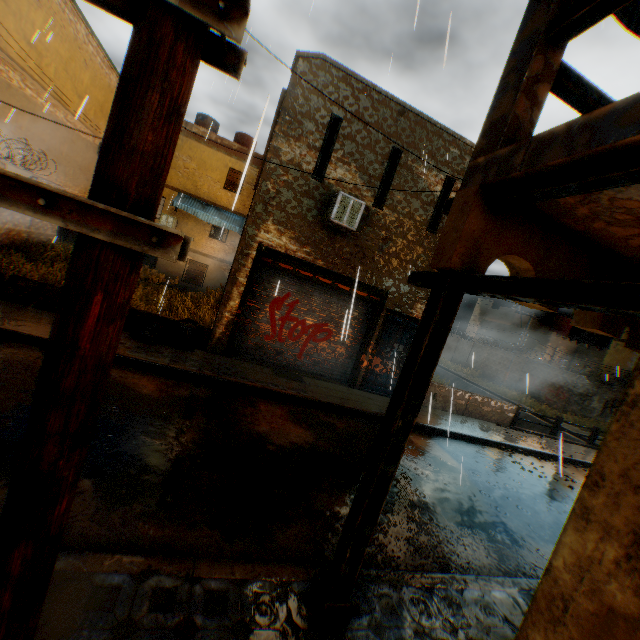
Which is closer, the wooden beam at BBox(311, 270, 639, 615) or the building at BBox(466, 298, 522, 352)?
the wooden beam at BBox(311, 270, 639, 615)

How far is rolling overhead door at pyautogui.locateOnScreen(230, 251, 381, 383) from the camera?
9.5 meters

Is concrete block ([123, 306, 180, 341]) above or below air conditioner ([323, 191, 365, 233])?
below

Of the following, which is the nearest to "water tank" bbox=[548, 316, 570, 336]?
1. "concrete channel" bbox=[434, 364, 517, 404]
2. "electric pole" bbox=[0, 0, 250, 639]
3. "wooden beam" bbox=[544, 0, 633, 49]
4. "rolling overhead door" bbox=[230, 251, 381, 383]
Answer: "concrete channel" bbox=[434, 364, 517, 404]

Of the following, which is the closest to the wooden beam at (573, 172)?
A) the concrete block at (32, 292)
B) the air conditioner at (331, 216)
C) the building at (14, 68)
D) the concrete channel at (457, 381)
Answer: the building at (14, 68)

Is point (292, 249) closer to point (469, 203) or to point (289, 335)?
point (289, 335)

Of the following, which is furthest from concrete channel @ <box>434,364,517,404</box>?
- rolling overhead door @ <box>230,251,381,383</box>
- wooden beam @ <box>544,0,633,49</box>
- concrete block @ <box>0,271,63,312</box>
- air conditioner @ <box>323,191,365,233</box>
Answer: concrete block @ <box>0,271,63,312</box>

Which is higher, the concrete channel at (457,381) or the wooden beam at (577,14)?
the wooden beam at (577,14)
